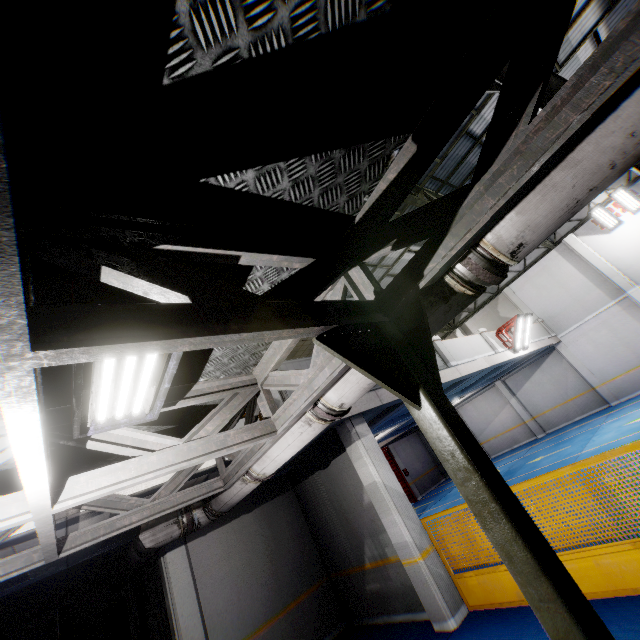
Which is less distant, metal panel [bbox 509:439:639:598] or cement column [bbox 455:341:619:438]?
metal panel [bbox 509:439:639:598]

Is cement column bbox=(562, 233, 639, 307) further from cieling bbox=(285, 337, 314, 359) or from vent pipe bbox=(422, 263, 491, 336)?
vent pipe bbox=(422, 263, 491, 336)

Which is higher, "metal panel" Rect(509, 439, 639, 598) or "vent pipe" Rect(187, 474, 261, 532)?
"vent pipe" Rect(187, 474, 261, 532)

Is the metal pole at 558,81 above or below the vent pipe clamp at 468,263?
above

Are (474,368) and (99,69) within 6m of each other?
no

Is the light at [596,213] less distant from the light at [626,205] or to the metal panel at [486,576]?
the light at [626,205]

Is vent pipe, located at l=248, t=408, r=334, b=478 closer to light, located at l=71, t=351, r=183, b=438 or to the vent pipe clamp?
the vent pipe clamp

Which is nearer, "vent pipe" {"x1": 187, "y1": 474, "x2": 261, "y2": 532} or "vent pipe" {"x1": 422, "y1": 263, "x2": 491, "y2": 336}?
"vent pipe" {"x1": 422, "y1": 263, "x2": 491, "y2": 336}
